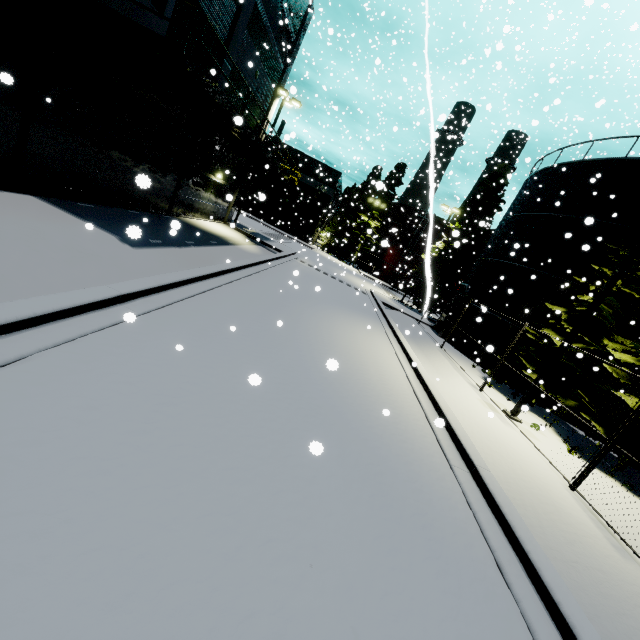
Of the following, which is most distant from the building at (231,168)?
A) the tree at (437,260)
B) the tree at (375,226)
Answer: the tree at (375,226)

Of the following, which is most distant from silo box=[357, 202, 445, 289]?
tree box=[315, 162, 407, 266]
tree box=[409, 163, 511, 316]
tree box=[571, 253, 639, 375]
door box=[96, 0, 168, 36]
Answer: door box=[96, 0, 168, 36]

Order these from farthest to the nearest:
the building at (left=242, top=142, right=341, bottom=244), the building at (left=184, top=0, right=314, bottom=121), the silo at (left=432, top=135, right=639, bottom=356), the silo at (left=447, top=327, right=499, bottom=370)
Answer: the building at (left=242, top=142, right=341, bottom=244), the silo at (left=447, top=327, right=499, bottom=370), the silo at (left=432, top=135, right=639, bottom=356), the building at (left=184, top=0, right=314, bottom=121)

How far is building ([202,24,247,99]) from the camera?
13.08m

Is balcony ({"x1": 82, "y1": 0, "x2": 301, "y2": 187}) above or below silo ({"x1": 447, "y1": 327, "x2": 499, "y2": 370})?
above

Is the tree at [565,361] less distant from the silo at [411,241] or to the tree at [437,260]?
the silo at [411,241]

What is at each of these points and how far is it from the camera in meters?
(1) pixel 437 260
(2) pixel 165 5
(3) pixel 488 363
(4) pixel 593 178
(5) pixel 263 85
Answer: (1) tree, 29.8
(2) door, 10.5
(3) silo, 18.2
(4) silo, 9.9
(5) building, 19.9

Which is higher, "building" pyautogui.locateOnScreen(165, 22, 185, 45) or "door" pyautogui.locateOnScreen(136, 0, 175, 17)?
"door" pyautogui.locateOnScreen(136, 0, 175, 17)
